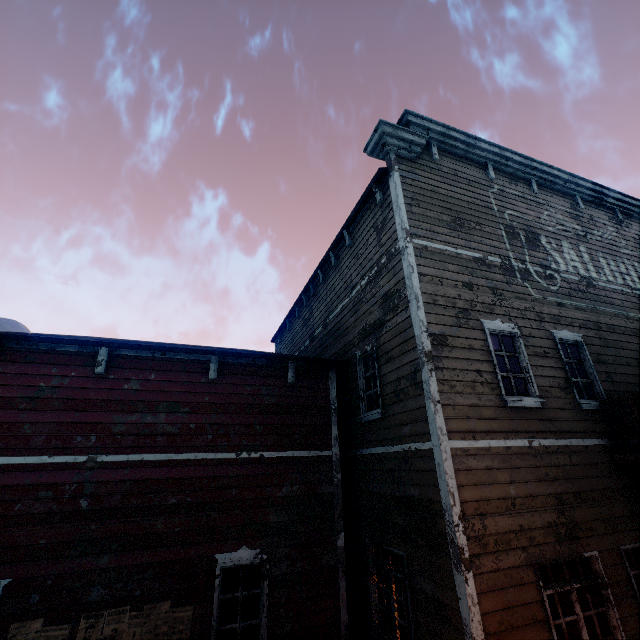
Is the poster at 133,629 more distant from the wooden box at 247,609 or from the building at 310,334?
the wooden box at 247,609

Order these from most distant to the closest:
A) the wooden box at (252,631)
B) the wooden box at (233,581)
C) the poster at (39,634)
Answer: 1. the wooden box at (233,581)
2. the wooden box at (252,631)
3. the poster at (39,634)

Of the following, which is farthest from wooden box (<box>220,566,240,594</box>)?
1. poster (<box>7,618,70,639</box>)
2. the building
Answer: poster (<box>7,618,70,639</box>)

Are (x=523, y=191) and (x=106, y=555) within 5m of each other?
no

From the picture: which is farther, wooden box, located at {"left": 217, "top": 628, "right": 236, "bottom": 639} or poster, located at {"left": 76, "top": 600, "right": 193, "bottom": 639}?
wooden box, located at {"left": 217, "top": 628, "right": 236, "bottom": 639}

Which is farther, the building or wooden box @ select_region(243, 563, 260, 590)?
wooden box @ select_region(243, 563, 260, 590)

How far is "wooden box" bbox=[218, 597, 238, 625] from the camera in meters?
6.3 m
